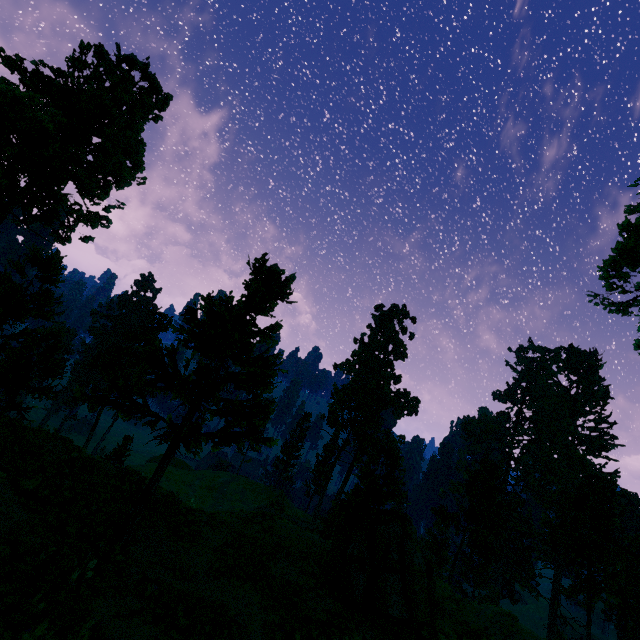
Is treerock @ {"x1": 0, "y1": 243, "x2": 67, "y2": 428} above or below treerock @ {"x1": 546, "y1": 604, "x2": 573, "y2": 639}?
above

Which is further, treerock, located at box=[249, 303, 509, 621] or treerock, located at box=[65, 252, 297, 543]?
treerock, located at box=[249, 303, 509, 621]

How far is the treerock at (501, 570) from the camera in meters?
12.8 m

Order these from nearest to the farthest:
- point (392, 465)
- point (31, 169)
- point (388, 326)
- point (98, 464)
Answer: point (98, 464) < point (392, 465) < point (31, 169) < point (388, 326)

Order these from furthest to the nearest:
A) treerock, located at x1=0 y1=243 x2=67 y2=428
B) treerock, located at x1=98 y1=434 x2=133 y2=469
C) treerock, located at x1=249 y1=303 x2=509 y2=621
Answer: treerock, located at x1=98 y1=434 x2=133 y2=469 → treerock, located at x1=249 y1=303 x2=509 y2=621 → treerock, located at x1=0 y1=243 x2=67 y2=428

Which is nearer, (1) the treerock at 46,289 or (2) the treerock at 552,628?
(1) the treerock at 46,289
